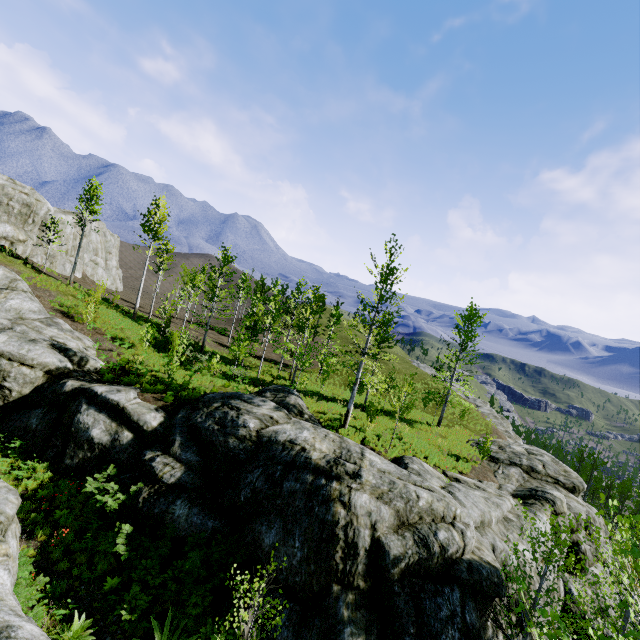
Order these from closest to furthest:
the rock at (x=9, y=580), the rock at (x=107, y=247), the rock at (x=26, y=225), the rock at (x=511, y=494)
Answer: the rock at (x=9, y=580) → the rock at (x=511, y=494) → the rock at (x=26, y=225) → the rock at (x=107, y=247)

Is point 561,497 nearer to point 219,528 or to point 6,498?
point 219,528

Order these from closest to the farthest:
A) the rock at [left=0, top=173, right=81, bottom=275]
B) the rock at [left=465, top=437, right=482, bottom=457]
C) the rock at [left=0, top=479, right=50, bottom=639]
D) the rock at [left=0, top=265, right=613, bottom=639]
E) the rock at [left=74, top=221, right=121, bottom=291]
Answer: the rock at [left=0, top=479, right=50, bottom=639]
the rock at [left=0, top=265, right=613, bottom=639]
the rock at [left=465, top=437, right=482, bottom=457]
the rock at [left=0, top=173, right=81, bottom=275]
the rock at [left=74, top=221, right=121, bottom=291]

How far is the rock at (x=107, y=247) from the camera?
41.30m

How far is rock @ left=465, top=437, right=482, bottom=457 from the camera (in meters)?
24.16

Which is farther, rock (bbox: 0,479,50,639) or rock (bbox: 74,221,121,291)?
rock (bbox: 74,221,121,291)
